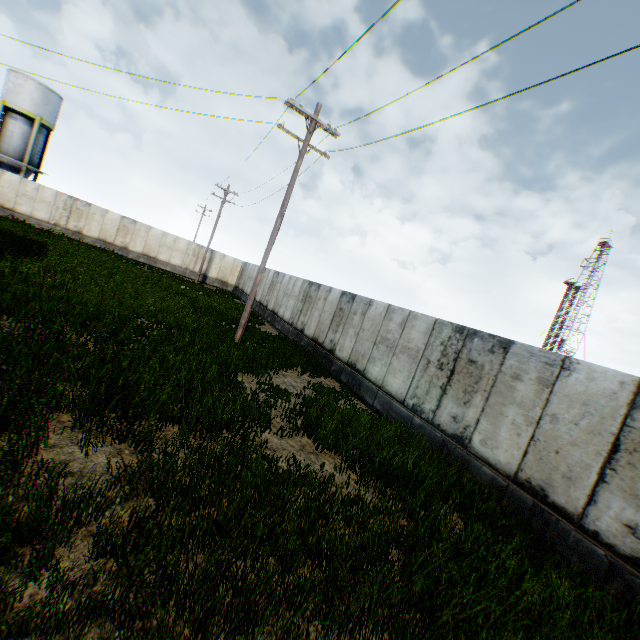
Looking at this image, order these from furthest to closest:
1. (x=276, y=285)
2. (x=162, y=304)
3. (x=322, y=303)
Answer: (x=276, y=285) → (x=322, y=303) → (x=162, y=304)
